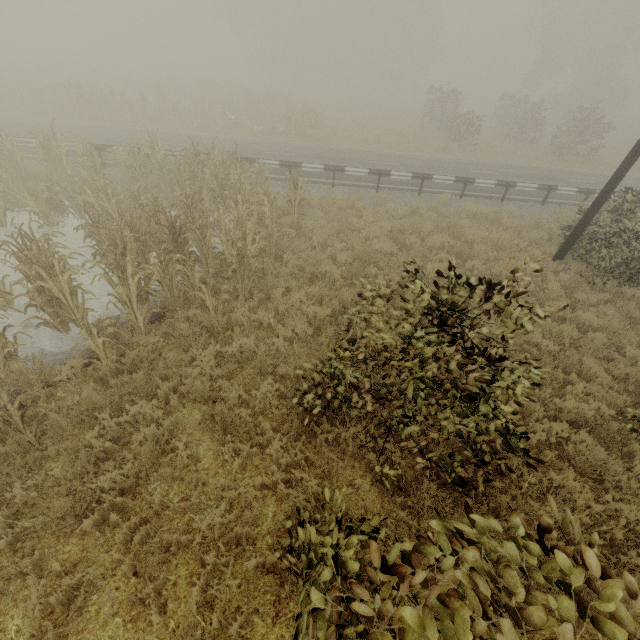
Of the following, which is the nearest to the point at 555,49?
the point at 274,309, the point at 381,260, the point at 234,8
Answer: the point at 234,8

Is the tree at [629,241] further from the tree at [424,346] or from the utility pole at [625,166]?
the utility pole at [625,166]

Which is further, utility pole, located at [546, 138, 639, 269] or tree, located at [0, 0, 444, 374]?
utility pole, located at [546, 138, 639, 269]

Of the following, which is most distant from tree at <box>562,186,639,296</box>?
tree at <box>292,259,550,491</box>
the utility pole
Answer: the utility pole

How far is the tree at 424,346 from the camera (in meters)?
3.31

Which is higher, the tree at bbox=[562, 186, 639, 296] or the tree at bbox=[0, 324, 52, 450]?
the tree at bbox=[562, 186, 639, 296]

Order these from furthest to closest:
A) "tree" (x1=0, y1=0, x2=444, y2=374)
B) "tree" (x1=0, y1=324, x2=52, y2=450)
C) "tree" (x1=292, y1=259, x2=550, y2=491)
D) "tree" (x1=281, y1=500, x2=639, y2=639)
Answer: "tree" (x1=0, y1=0, x2=444, y2=374) < "tree" (x1=0, y1=324, x2=52, y2=450) < "tree" (x1=292, y1=259, x2=550, y2=491) < "tree" (x1=281, y1=500, x2=639, y2=639)

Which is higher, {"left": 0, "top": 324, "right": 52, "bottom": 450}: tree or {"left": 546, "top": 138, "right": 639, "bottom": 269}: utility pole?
{"left": 546, "top": 138, "right": 639, "bottom": 269}: utility pole
